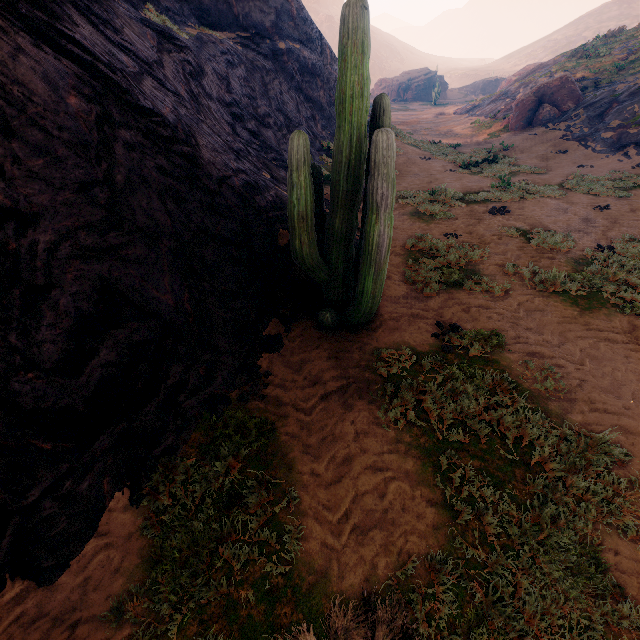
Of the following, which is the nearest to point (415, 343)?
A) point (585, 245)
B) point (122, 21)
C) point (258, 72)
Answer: Answer: point (585, 245)

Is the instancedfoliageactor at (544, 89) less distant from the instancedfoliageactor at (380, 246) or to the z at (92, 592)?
the z at (92, 592)

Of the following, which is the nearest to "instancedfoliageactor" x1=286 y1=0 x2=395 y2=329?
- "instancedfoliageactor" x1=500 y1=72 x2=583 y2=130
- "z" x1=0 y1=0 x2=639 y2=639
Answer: "z" x1=0 y1=0 x2=639 y2=639

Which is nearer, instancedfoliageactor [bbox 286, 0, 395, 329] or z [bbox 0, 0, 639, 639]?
z [bbox 0, 0, 639, 639]

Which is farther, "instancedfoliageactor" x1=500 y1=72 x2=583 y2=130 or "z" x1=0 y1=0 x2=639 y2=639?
"instancedfoliageactor" x1=500 y1=72 x2=583 y2=130

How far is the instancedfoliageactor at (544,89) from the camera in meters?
19.6

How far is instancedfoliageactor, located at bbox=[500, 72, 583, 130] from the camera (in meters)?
19.59

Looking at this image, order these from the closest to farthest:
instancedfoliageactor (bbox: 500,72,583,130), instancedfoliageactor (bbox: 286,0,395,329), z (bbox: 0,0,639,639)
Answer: z (bbox: 0,0,639,639) < instancedfoliageactor (bbox: 286,0,395,329) < instancedfoliageactor (bbox: 500,72,583,130)
